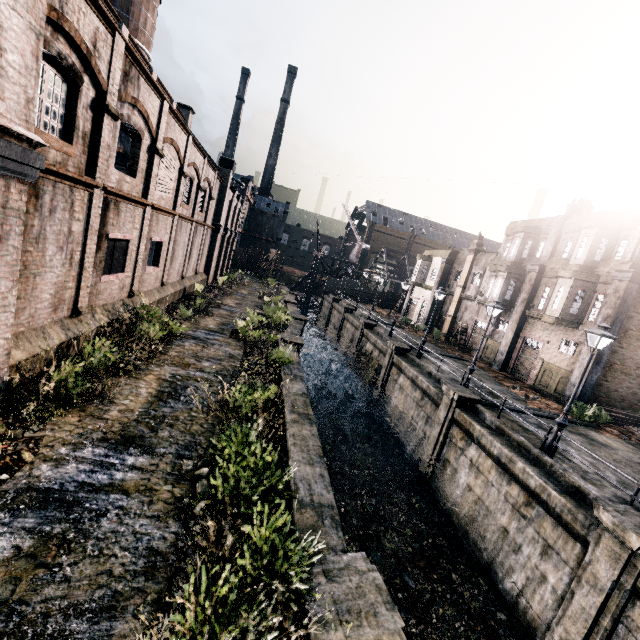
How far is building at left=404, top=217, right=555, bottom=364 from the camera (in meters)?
28.98

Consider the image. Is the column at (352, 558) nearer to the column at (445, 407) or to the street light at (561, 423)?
the street light at (561, 423)

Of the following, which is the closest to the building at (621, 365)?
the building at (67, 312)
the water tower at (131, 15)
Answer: the building at (67, 312)

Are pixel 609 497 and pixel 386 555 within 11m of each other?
yes

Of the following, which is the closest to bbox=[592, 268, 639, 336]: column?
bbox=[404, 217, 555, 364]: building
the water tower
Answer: bbox=[404, 217, 555, 364]: building

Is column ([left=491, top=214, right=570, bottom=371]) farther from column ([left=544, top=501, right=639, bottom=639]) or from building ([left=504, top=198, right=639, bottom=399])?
column ([left=544, top=501, right=639, bottom=639])

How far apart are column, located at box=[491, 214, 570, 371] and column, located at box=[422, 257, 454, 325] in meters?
12.2 m

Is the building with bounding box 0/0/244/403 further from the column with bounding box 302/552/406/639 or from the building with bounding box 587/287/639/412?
the building with bounding box 587/287/639/412
